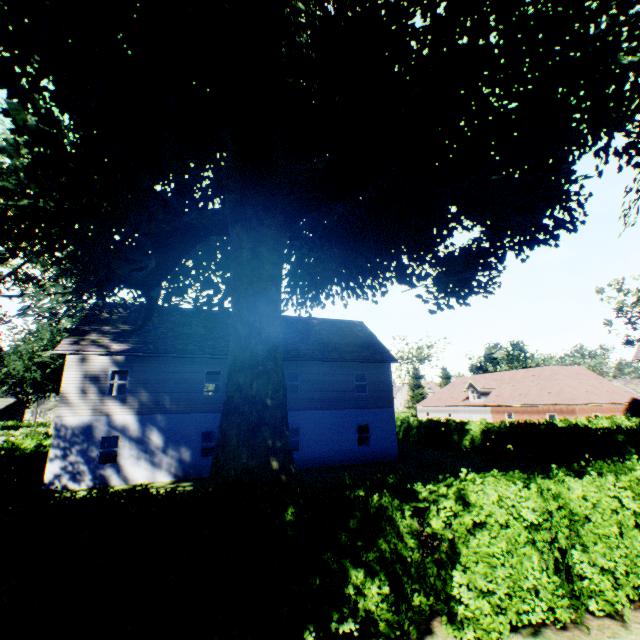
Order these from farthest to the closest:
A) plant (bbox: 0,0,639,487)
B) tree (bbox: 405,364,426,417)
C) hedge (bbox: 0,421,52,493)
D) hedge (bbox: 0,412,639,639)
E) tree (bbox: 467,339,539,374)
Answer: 1. tree (bbox: 405,364,426,417)
2. tree (bbox: 467,339,539,374)
3. hedge (bbox: 0,421,52,493)
4. plant (bbox: 0,0,639,487)
5. hedge (bbox: 0,412,639,639)

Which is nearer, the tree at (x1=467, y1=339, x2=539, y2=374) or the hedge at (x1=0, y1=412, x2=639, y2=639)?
the hedge at (x1=0, y1=412, x2=639, y2=639)

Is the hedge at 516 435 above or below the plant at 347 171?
below

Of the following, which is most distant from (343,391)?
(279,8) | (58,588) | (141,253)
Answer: (279,8)

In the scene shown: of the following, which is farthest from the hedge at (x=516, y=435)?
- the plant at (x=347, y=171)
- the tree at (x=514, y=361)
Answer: the plant at (x=347, y=171)

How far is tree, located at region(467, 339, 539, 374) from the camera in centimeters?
5183cm

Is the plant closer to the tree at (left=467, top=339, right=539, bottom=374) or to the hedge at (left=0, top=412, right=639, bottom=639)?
the tree at (left=467, top=339, right=539, bottom=374)

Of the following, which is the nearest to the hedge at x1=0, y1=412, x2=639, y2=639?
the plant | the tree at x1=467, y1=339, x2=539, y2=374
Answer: the tree at x1=467, y1=339, x2=539, y2=374
